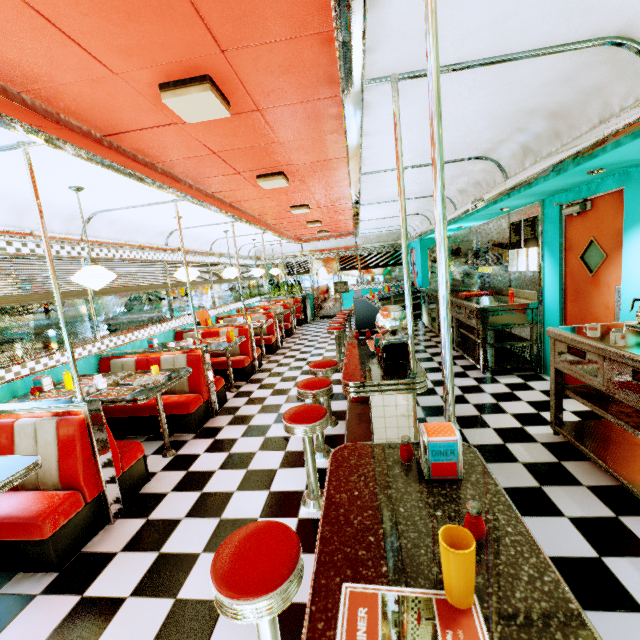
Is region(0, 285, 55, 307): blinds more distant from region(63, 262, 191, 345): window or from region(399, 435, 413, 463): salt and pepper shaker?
region(399, 435, 413, 463): salt and pepper shaker

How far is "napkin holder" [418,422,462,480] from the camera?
1.1m

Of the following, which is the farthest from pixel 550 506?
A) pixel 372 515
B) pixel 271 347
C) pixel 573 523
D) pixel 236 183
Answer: pixel 271 347

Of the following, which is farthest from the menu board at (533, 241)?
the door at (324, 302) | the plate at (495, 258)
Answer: the door at (324, 302)

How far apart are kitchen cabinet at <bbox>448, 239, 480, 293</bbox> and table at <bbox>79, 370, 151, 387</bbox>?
5.8m

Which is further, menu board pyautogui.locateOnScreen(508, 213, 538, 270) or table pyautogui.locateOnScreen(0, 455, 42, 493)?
menu board pyautogui.locateOnScreen(508, 213, 538, 270)

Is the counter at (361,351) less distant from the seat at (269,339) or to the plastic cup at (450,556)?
the plastic cup at (450,556)

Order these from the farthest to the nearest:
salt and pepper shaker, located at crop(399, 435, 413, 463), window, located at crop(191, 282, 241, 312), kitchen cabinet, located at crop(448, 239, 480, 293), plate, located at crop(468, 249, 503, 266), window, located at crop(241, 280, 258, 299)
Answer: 1. window, located at crop(241, 280, 258, 299)
2. window, located at crop(191, 282, 241, 312)
3. kitchen cabinet, located at crop(448, 239, 480, 293)
4. plate, located at crop(468, 249, 503, 266)
5. salt and pepper shaker, located at crop(399, 435, 413, 463)
